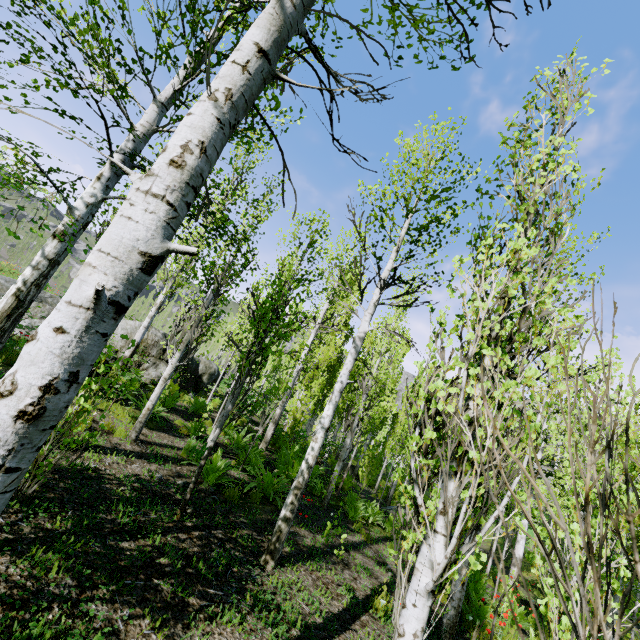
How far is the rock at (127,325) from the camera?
12.3 meters

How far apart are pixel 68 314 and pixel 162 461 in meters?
6.2 m

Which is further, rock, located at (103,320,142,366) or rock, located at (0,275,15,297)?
rock, located at (103,320,142,366)

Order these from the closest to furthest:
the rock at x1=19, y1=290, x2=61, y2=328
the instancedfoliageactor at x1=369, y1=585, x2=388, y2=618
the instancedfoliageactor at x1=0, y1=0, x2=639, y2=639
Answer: the instancedfoliageactor at x1=0, y1=0, x2=639, y2=639 → the instancedfoliageactor at x1=369, y1=585, x2=388, y2=618 → the rock at x1=19, y1=290, x2=61, y2=328
